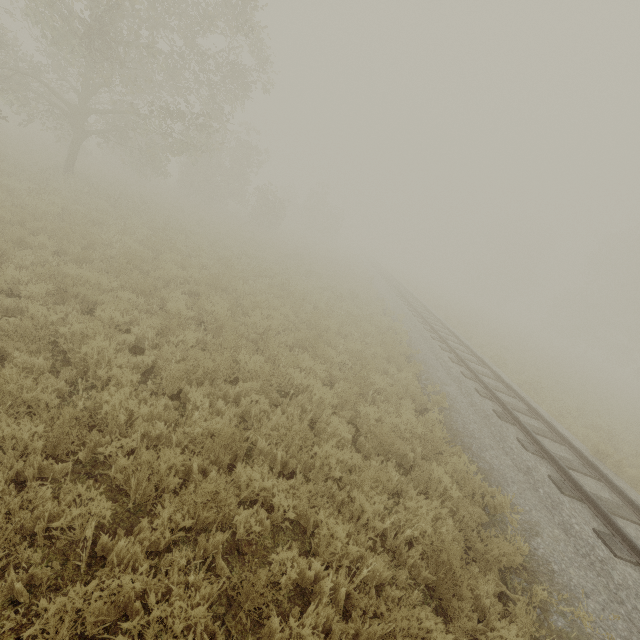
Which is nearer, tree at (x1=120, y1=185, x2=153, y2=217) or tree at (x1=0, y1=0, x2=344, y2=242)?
tree at (x1=0, y1=0, x2=344, y2=242)

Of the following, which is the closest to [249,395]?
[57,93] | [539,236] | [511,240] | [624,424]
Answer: [57,93]

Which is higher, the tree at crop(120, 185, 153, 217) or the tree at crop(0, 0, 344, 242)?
the tree at crop(0, 0, 344, 242)

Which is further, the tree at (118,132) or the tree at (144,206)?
the tree at (144,206)

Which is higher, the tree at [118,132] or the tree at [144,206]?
the tree at [118,132]

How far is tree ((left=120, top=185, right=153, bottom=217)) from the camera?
14.7 meters
